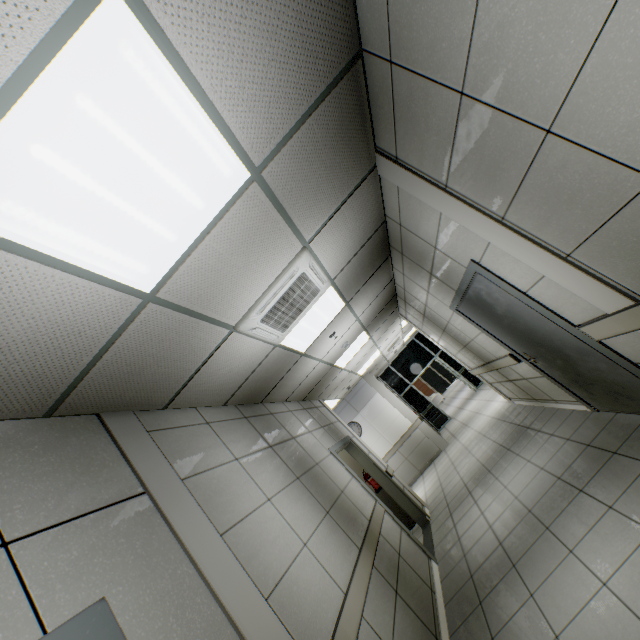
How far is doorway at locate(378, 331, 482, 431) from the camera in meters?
13.1 m

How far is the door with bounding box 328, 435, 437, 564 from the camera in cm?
488

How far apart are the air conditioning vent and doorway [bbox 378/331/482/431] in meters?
10.9 m

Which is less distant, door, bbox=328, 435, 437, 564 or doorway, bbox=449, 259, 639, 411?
doorway, bbox=449, 259, 639, 411

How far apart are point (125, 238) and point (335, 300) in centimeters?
297cm

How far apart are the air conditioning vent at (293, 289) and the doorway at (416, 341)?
10.9m

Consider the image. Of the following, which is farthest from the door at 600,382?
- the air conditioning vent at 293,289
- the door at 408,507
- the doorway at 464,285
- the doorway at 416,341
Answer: the doorway at 416,341

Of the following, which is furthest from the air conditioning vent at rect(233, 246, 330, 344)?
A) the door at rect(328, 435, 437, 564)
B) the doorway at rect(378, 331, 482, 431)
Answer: the doorway at rect(378, 331, 482, 431)
